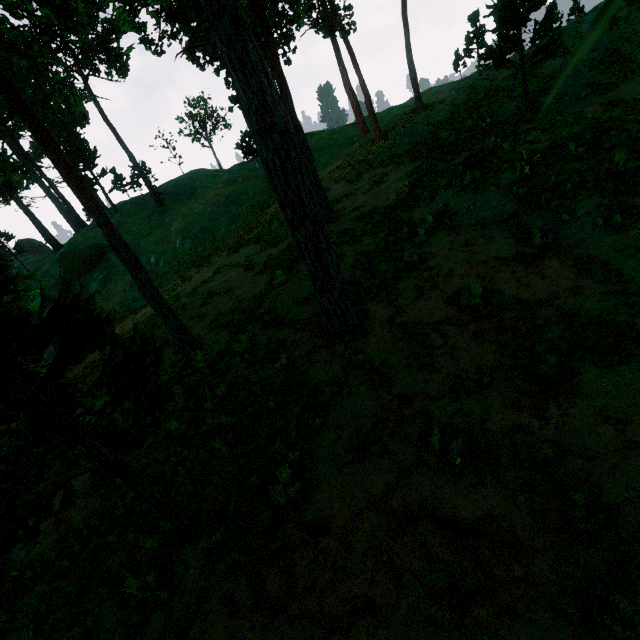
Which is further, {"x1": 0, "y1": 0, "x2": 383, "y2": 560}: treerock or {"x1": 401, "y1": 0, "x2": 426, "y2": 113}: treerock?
{"x1": 401, "y1": 0, "x2": 426, "y2": 113}: treerock

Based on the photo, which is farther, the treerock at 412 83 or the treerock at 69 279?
the treerock at 412 83

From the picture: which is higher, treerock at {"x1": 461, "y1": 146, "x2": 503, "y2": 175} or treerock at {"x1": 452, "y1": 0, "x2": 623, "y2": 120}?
treerock at {"x1": 452, "y1": 0, "x2": 623, "y2": 120}

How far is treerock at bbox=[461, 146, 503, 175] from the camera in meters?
12.4 m

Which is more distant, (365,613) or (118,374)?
(118,374)

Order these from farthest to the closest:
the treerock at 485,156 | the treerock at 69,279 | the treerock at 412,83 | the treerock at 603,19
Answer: the treerock at 412,83 < the treerock at 485,156 < the treerock at 69,279 < the treerock at 603,19
